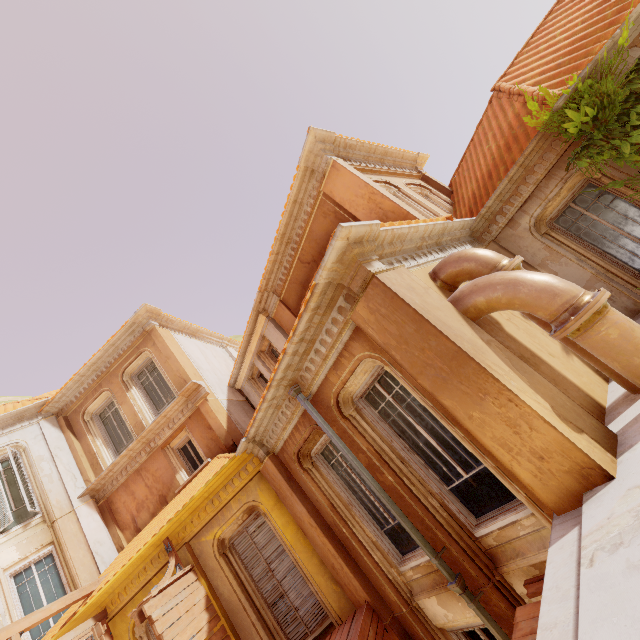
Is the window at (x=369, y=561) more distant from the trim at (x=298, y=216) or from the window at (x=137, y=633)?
the trim at (x=298, y=216)

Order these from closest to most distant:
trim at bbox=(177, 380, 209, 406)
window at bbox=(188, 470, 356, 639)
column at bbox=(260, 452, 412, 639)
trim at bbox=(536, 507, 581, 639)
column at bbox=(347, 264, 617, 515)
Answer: trim at bbox=(536, 507, 581, 639) → column at bbox=(347, 264, 617, 515) → column at bbox=(260, 452, 412, 639) → window at bbox=(188, 470, 356, 639) → trim at bbox=(177, 380, 209, 406)

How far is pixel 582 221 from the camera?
7.1 meters

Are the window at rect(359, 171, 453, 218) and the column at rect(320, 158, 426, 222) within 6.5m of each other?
yes

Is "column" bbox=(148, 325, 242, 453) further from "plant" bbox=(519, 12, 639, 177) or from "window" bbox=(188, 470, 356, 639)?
"plant" bbox=(519, 12, 639, 177)

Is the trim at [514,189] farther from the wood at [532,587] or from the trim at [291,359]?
the wood at [532,587]

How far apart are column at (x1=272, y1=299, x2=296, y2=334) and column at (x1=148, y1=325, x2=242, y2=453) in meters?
3.7

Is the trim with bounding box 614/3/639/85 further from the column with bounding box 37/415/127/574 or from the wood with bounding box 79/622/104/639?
the column with bounding box 37/415/127/574
